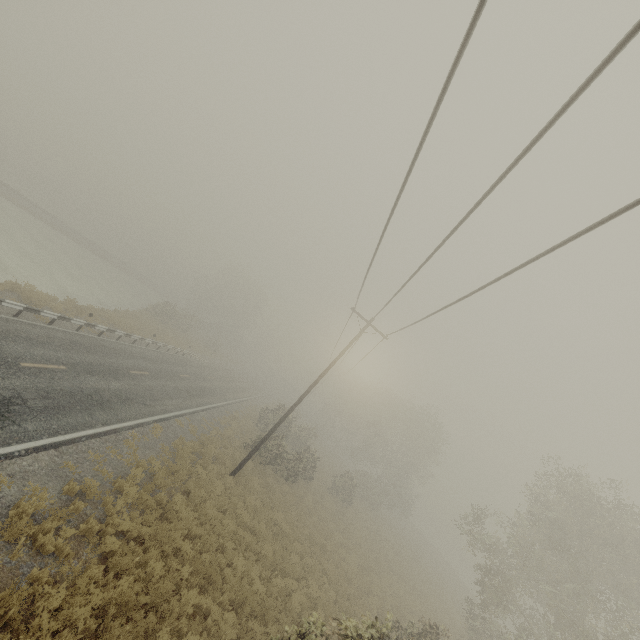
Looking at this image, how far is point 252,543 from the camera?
13.43m
